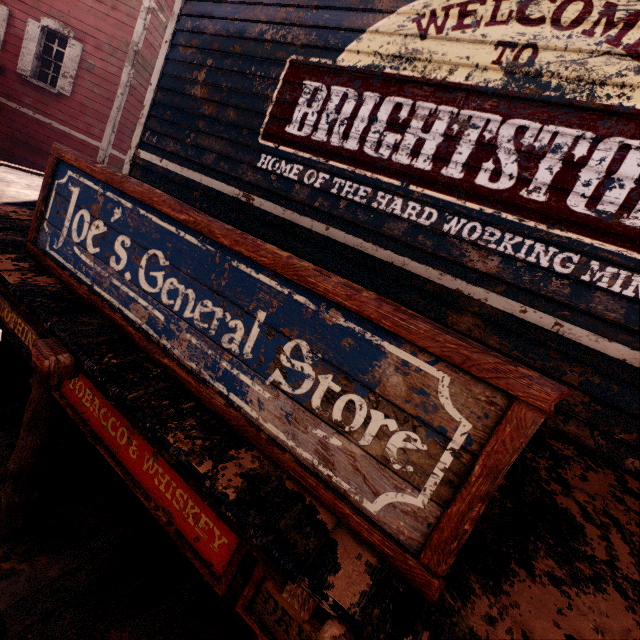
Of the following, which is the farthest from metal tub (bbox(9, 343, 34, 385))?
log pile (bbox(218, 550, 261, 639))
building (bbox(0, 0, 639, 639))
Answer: log pile (bbox(218, 550, 261, 639))

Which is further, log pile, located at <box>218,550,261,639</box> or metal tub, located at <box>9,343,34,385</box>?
metal tub, located at <box>9,343,34,385</box>

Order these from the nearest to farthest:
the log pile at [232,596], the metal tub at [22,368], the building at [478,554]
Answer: the building at [478,554] < the log pile at [232,596] < the metal tub at [22,368]

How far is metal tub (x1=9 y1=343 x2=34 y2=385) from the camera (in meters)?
4.98

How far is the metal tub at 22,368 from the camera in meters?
5.0

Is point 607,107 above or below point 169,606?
above

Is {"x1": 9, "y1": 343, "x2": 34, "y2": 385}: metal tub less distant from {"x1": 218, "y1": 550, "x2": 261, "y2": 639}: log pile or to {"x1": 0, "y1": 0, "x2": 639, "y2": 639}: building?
{"x1": 0, "y1": 0, "x2": 639, "y2": 639}: building

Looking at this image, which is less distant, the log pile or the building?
the building
